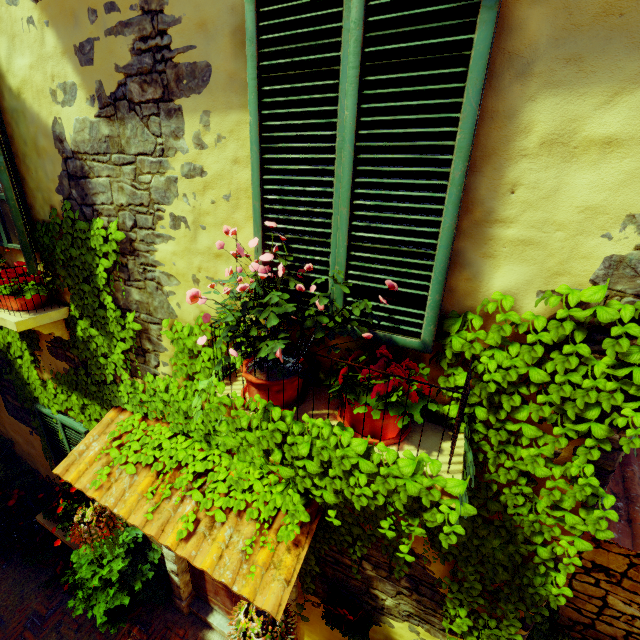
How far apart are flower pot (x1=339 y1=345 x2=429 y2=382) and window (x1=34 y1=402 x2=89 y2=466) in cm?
385

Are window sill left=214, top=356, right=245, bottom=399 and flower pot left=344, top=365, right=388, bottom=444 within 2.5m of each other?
yes

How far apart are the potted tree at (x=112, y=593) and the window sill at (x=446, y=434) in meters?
Answer: 3.3 m

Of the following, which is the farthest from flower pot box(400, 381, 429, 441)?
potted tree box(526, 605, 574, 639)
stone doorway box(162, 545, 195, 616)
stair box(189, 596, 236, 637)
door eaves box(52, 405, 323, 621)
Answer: stair box(189, 596, 236, 637)

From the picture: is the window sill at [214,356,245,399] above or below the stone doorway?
above

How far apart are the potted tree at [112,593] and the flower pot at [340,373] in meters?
4.1 m

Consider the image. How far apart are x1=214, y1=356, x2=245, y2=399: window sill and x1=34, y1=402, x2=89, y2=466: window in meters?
2.9 m

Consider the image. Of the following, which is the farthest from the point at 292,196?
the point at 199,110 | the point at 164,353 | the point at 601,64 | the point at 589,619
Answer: the point at 589,619
